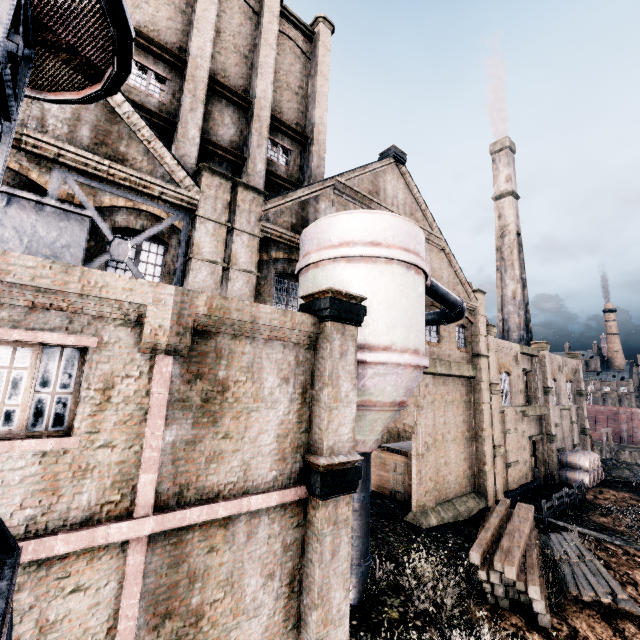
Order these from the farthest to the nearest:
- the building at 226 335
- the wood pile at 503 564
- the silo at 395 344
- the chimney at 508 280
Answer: the chimney at 508 280 → the wood pile at 503 564 → the silo at 395 344 → the building at 226 335

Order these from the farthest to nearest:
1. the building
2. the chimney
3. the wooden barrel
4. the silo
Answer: the chimney
the wooden barrel
the silo
the building

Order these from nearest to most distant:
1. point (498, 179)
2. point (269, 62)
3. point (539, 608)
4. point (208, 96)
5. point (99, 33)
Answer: point (99, 33) → point (539, 608) → point (208, 96) → point (269, 62) → point (498, 179)

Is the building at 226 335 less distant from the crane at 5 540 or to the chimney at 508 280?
the crane at 5 540

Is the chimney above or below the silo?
above

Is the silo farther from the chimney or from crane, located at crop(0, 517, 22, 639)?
the chimney

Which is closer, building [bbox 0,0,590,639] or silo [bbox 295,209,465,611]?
building [bbox 0,0,590,639]
